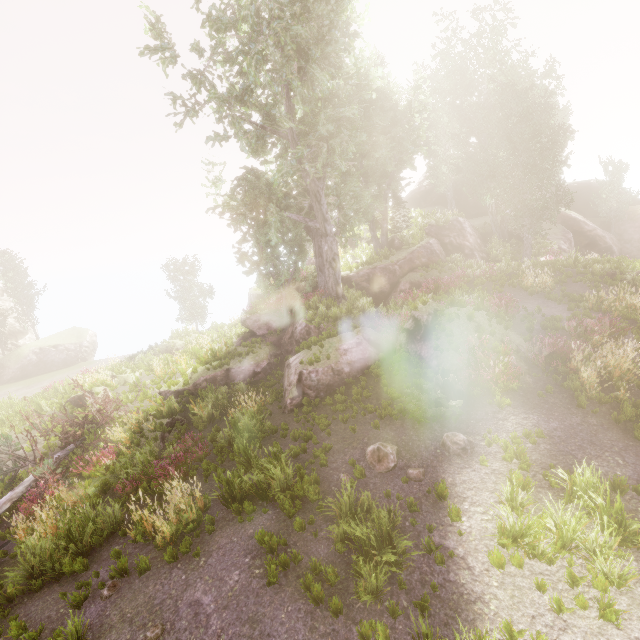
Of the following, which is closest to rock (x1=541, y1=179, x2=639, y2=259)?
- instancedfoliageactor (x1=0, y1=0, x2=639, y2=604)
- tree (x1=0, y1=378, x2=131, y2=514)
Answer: instancedfoliageactor (x1=0, y1=0, x2=639, y2=604)

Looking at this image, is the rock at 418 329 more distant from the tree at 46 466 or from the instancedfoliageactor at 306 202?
the tree at 46 466

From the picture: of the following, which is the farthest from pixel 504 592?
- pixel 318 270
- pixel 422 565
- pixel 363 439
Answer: pixel 318 270

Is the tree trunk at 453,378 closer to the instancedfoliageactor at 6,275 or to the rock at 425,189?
the rock at 425,189

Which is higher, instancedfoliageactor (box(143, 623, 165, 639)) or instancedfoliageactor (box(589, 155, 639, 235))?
instancedfoliageactor (box(589, 155, 639, 235))

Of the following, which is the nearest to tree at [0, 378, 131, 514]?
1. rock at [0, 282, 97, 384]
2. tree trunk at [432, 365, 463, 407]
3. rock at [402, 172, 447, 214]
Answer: rock at [402, 172, 447, 214]

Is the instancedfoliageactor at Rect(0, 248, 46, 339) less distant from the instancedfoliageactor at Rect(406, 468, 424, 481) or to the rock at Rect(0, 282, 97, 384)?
the rock at Rect(0, 282, 97, 384)

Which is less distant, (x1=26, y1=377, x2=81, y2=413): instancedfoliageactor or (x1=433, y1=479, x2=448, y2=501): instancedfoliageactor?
(x1=433, y1=479, x2=448, y2=501): instancedfoliageactor
